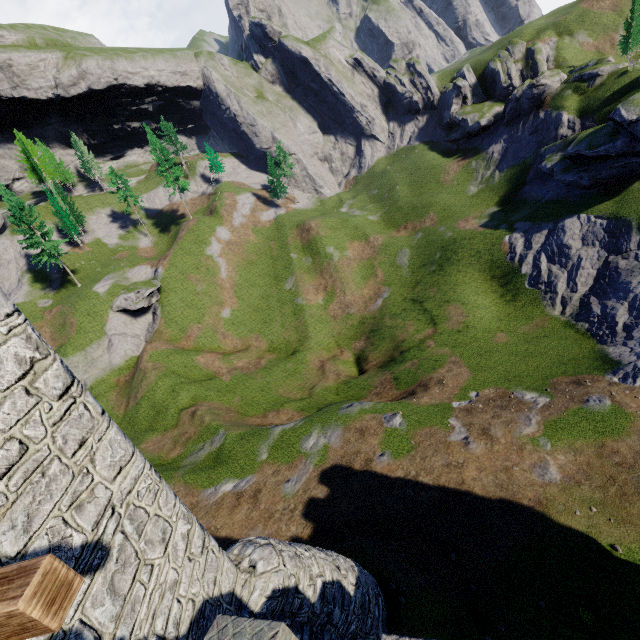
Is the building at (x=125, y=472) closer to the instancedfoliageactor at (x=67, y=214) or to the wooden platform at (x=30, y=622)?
the wooden platform at (x=30, y=622)

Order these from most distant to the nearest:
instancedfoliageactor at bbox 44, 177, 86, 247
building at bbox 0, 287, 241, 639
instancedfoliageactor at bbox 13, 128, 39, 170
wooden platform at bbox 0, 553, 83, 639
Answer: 1. instancedfoliageactor at bbox 13, 128, 39, 170
2. instancedfoliageactor at bbox 44, 177, 86, 247
3. building at bbox 0, 287, 241, 639
4. wooden platform at bbox 0, 553, 83, 639

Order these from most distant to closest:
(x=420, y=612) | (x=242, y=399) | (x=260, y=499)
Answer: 1. (x=242, y=399)
2. (x=260, y=499)
3. (x=420, y=612)

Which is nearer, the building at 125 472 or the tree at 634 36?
the building at 125 472

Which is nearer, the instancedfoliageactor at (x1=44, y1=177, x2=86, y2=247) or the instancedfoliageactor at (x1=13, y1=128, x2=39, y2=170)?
the instancedfoliageactor at (x1=44, y1=177, x2=86, y2=247)

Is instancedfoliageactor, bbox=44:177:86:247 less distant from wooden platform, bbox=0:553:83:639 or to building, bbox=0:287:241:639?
building, bbox=0:287:241:639

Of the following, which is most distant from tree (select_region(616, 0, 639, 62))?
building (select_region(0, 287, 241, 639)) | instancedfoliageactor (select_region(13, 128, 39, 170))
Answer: instancedfoliageactor (select_region(13, 128, 39, 170))

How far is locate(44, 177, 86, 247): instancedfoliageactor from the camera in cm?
5494
